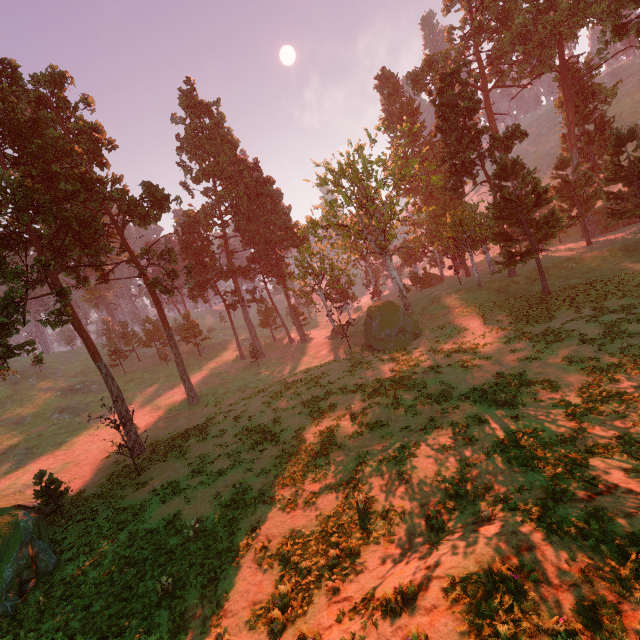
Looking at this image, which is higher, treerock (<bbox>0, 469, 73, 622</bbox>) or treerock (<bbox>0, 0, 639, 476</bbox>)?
treerock (<bbox>0, 0, 639, 476</bbox>)

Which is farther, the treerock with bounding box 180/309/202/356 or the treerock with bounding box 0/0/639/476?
the treerock with bounding box 180/309/202/356

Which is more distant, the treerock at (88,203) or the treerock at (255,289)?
the treerock at (255,289)

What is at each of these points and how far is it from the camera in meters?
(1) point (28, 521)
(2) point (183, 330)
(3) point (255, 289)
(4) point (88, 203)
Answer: (1) treerock, 16.8 m
(2) treerock, 57.2 m
(3) treerock, 55.1 m
(4) treerock, 31.4 m

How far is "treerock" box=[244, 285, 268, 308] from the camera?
54.8 meters

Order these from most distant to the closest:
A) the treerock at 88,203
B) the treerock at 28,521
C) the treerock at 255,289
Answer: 1. the treerock at 255,289
2. the treerock at 88,203
3. the treerock at 28,521

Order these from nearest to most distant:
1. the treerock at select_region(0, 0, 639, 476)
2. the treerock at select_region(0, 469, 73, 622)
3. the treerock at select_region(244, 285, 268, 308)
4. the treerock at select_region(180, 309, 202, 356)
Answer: the treerock at select_region(0, 469, 73, 622) < the treerock at select_region(0, 0, 639, 476) < the treerock at select_region(244, 285, 268, 308) < the treerock at select_region(180, 309, 202, 356)
